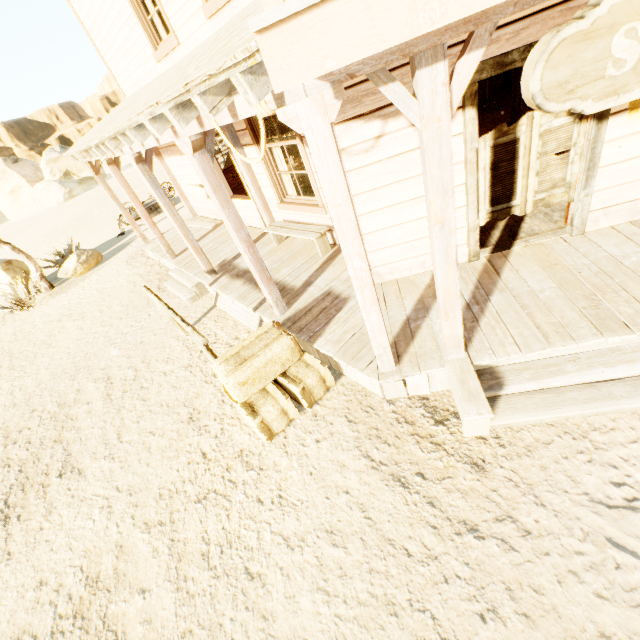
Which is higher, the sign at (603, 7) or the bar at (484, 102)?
the sign at (603, 7)

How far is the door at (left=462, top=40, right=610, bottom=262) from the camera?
3.3m

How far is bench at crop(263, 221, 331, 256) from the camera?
5.8m

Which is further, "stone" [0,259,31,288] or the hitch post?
"stone" [0,259,31,288]

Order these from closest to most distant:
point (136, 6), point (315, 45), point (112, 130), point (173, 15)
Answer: point (315, 45) < point (112, 130) < point (173, 15) < point (136, 6)

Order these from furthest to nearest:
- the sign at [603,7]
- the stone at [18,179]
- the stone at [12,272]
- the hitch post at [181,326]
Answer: the stone at [18,179] → the stone at [12,272] → the hitch post at [181,326] → the sign at [603,7]

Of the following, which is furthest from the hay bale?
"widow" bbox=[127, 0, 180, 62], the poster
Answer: "widow" bbox=[127, 0, 180, 62]

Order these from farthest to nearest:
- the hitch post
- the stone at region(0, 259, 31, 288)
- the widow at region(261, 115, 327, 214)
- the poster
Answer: the stone at region(0, 259, 31, 288)
the widow at region(261, 115, 327, 214)
the hitch post
the poster
